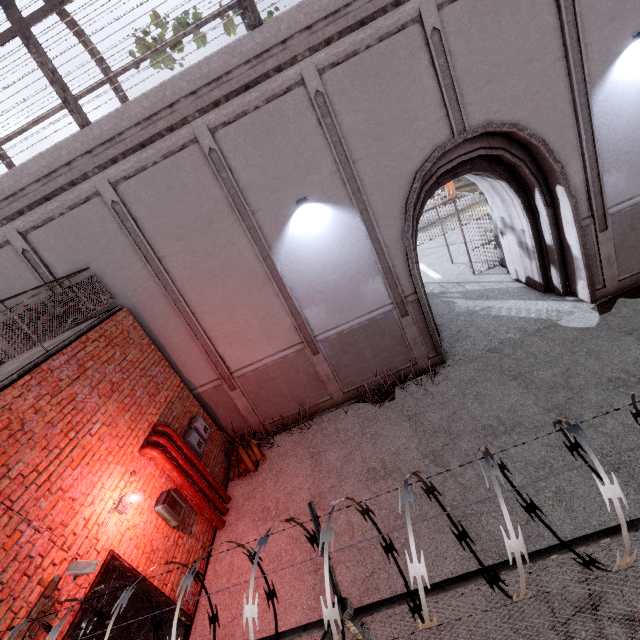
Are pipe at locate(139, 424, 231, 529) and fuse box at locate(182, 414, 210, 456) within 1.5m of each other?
yes

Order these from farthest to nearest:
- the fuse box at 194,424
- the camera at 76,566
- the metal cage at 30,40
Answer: the fuse box at 194,424, the metal cage at 30,40, the camera at 76,566

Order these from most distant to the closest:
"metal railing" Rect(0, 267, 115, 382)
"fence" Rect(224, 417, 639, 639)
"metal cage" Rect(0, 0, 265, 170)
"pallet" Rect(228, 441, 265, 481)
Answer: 1. "pallet" Rect(228, 441, 265, 481)
2. "metal cage" Rect(0, 0, 265, 170)
3. "metal railing" Rect(0, 267, 115, 382)
4. "fence" Rect(224, 417, 639, 639)

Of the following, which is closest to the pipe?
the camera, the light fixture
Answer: the light fixture

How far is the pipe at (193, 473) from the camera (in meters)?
6.35

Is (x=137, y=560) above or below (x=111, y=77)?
below

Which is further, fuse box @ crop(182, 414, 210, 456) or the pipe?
Result: fuse box @ crop(182, 414, 210, 456)

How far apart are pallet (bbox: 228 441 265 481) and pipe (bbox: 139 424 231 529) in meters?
0.6
